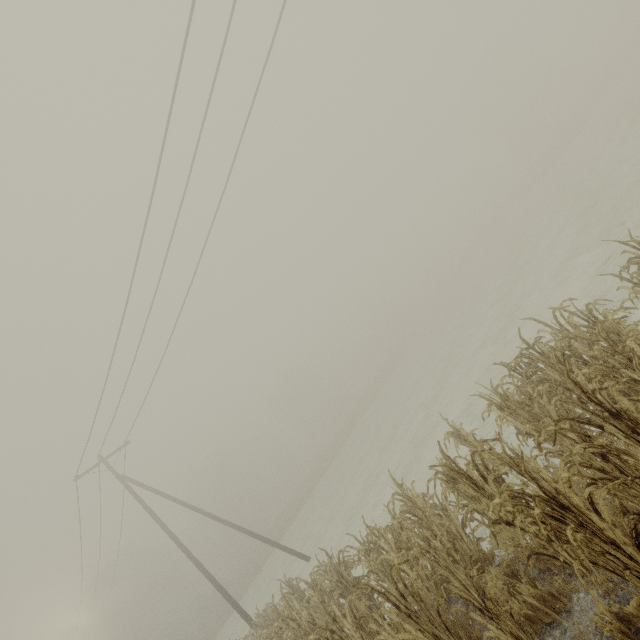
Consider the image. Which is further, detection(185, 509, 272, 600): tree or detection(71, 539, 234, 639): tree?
detection(71, 539, 234, 639): tree

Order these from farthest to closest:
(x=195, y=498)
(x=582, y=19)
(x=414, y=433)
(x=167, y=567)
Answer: (x=582, y=19) → (x=195, y=498) → (x=167, y=567) → (x=414, y=433)

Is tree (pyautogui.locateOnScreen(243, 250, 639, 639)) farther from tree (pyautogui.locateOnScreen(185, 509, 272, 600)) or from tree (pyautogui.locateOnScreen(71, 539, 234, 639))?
tree (pyautogui.locateOnScreen(71, 539, 234, 639))

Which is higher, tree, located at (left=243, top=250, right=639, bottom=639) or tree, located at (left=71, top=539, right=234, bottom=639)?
tree, located at (left=71, top=539, right=234, bottom=639)

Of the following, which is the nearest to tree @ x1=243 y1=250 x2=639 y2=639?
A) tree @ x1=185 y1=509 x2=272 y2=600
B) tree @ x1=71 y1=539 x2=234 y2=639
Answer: tree @ x1=185 y1=509 x2=272 y2=600

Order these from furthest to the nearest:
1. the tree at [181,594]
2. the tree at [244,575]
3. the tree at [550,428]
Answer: the tree at [181,594]
the tree at [244,575]
the tree at [550,428]

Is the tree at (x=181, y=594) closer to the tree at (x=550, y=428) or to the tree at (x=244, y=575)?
the tree at (x=244, y=575)
